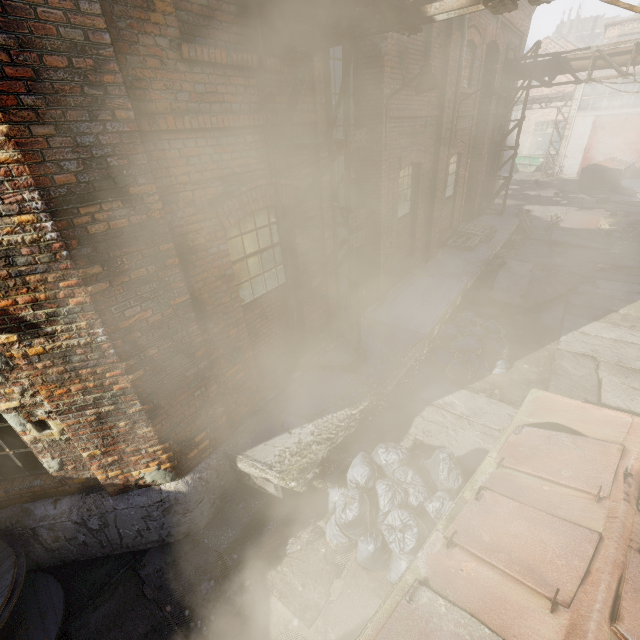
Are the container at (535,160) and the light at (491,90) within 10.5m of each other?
no

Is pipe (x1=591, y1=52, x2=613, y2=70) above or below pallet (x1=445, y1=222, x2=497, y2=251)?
above

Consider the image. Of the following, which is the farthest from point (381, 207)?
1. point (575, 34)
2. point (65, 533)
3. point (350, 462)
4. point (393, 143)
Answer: point (575, 34)

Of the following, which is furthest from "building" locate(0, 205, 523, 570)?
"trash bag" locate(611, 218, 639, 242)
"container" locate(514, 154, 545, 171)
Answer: "container" locate(514, 154, 545, 171)

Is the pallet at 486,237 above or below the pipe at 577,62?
below

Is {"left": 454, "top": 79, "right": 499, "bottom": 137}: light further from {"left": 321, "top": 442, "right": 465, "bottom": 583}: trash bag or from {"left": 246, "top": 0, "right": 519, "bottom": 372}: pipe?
{"left": 321, "top": 442, "right": 465, "bottom": 583}: trash bag

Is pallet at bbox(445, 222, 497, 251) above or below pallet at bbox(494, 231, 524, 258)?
above

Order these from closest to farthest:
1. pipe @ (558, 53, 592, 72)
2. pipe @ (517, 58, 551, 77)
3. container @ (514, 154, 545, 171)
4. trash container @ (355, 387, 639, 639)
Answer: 1. trash container @ (355, 387, 639, 639)
2. pipe @ (558, 53, 592, 72)
3. pipe @ (517, 58, 551, 77)
4. container @ (514, 154, 545, 171)
